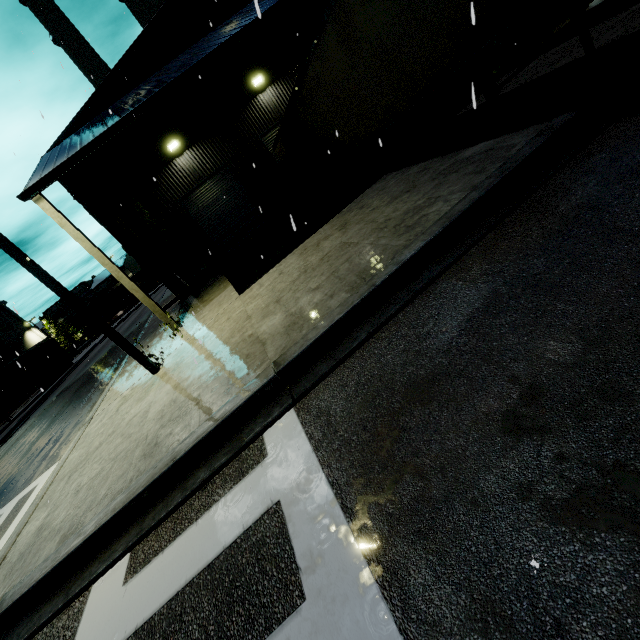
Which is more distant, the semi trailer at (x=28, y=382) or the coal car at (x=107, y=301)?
the coal car at (x=107, y=301)

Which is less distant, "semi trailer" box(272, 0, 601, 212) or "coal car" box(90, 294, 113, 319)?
"semi trailer" box(272, 0, 601, 212)

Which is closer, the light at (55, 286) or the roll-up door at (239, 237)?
the light at (55, 286)

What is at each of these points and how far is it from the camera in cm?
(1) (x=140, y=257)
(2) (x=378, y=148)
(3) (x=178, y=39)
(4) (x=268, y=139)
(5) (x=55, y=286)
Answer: (1) tree, 1508
(2) building, 1766
(3) building, 1374
(4) roll-up door, 1602
(5) light, 680

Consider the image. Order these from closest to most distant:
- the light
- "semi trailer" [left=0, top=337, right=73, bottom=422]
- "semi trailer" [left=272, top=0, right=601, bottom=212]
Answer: "semi trailer" [left=272, top=0, right=601, bottom=212] → the light → "semi trailer" [left=0, top=337, right=73, bottom=422]

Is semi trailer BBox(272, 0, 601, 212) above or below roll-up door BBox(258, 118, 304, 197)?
below

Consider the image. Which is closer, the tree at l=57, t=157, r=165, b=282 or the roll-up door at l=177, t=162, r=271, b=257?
the tree at l=57, t=157, r=165, b=282

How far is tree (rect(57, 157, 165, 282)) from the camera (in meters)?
13.76
